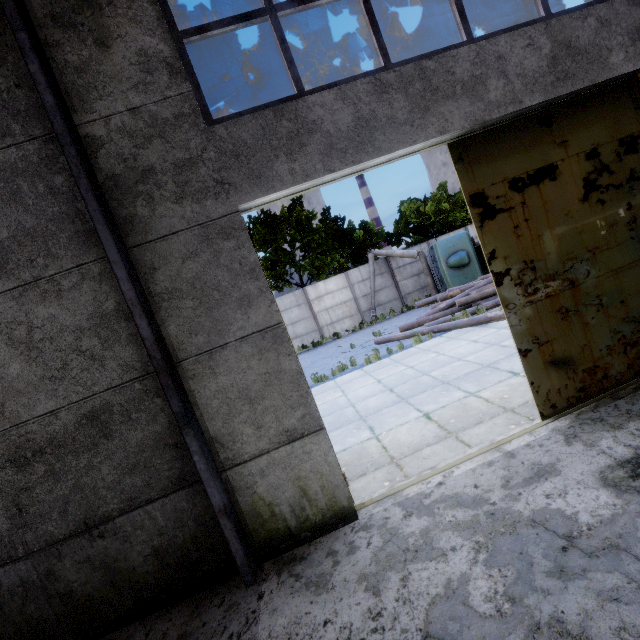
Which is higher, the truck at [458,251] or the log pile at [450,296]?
the truck at [458,251]

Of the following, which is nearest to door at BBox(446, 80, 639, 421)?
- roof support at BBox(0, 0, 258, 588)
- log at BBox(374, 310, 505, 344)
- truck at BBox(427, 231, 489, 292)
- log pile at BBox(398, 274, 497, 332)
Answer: roof support at BBox(0, 0, 258, 588)

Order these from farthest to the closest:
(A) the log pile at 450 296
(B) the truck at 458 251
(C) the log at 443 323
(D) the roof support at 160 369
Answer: (B) the truck at 458 251
(A) the log pile at 450 296
(C) the log at 443 323
(D) the roof support at 160 369

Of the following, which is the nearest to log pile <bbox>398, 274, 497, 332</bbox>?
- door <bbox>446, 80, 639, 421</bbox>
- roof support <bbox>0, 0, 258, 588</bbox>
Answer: door <bbox>446, 80, 639, 421</bbox>

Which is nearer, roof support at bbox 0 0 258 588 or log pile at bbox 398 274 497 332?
roof support at bbox 0 0 258 588

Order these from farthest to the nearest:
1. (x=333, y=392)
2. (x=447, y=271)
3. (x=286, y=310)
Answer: (x=286, y=310) → (x=447, y=271) → (x=333, y=392)

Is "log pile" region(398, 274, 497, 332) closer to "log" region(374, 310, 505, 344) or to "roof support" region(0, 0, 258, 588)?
"log" region(374, 310, 505, 344)

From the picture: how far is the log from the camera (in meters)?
10.23
